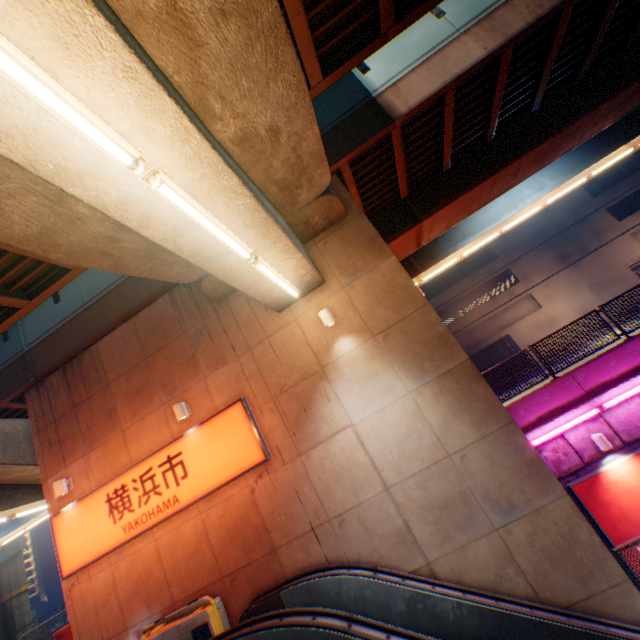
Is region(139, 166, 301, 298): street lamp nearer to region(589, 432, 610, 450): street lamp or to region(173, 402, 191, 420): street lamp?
region(173, 402, 191, 420): street lamp

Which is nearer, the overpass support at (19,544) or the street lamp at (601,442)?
the street lamp at (601,442)

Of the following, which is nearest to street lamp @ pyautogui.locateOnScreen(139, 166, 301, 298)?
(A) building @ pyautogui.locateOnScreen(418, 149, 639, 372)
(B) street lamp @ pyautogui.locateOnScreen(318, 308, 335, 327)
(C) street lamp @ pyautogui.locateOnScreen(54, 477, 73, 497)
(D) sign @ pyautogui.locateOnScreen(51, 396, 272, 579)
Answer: (B) street lamp @ pyautogui.locateOnScreen(318, 308, 335, 327)

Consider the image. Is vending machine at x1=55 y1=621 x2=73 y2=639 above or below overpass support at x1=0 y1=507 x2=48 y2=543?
below

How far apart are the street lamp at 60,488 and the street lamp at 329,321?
8.7m

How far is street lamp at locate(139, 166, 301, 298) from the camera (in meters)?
3.64

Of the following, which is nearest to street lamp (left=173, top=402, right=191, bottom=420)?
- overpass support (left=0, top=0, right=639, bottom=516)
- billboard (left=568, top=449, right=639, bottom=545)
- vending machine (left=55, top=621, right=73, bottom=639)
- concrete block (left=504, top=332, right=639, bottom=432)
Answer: overpass support (left=0, top=0, right=639, bottom=516)

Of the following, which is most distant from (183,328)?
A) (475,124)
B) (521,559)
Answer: (475,124)
